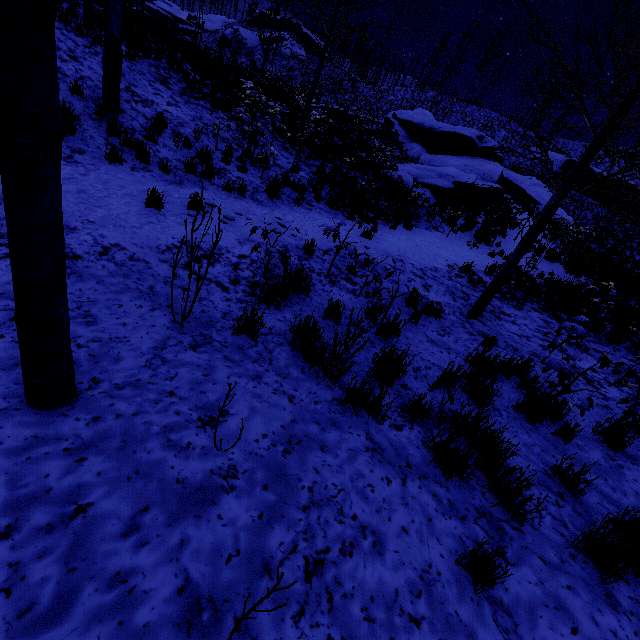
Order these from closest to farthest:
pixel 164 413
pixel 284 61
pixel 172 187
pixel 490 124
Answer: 1. pixel 164 413
2. pixel 172 187
3. pixel 490 124
4. pixel 284 61

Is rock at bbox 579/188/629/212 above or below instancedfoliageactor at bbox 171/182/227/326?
above

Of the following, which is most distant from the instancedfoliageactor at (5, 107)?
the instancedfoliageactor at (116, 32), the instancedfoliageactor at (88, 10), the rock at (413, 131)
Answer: the rock at (413, 131)

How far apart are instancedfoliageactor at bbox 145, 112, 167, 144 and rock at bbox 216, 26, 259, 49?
60.8 meters

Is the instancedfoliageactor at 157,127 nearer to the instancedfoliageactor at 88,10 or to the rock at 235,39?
the instancedfoliageactor at 88,10

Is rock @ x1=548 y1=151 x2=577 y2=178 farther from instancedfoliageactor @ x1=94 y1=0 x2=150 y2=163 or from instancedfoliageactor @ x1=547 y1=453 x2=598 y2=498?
instancedfoliageactor @ x1=547 y1=453 x2=598 y2=498

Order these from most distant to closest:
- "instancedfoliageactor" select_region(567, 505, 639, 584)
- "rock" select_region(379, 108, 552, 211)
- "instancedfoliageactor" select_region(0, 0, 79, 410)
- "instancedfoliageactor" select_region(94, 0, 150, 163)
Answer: "rock" select_region(379, 108, 552, 211)
"instancedfoliageactor" select_region(94, 0, 150, 163)
"instancedfoliageactor" select_region(567, 505, 639, 584)
"instancedfoliageactor" select_region(0, 0, 79, 410)

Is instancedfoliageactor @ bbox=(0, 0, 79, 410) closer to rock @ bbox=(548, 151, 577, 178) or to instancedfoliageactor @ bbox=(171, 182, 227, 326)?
instancedfoliageactor @ bbox=(171, 182, 227, 326)
